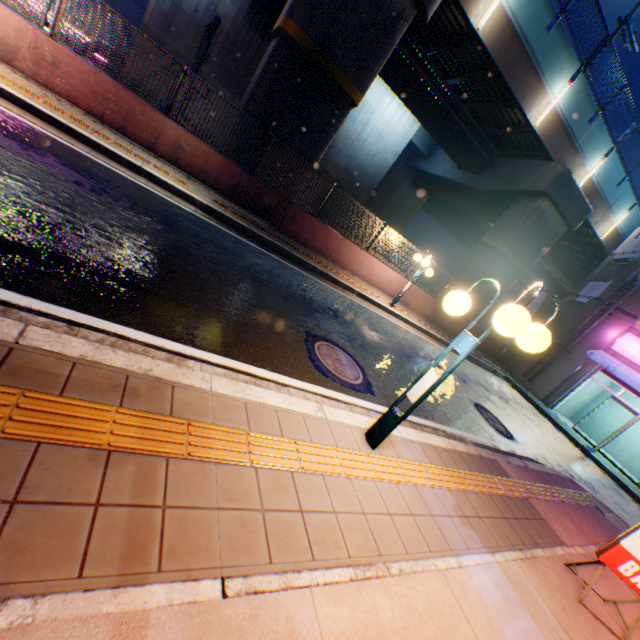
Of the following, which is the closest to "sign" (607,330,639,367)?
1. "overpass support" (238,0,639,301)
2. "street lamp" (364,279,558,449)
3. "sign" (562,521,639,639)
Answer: "overpass support" (238,0,639,301)

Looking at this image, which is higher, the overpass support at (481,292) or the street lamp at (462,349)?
the overpass support at (481,292)

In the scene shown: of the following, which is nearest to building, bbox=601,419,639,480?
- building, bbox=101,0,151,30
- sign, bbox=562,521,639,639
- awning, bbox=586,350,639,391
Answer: awning, bbox=586,350,639,391

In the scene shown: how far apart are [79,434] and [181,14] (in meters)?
20.80

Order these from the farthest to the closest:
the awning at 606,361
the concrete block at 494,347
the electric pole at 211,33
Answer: the concrete block at 494,347, the awning at 606,361, the electric pole at 211,33

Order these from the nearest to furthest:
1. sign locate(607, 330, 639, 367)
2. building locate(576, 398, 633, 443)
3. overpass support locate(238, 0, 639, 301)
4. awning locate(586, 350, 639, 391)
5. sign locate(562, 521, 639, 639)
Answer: sign locate(562, 521, 639, 639) < overpass support locate(238, 0, 639, 301) < awning locate(586, 350, 639, 391) < sign locate(607, 330, 639, 367) < building locate(576, 398, 633, 443)

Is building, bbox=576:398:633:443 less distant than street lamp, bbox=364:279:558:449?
No

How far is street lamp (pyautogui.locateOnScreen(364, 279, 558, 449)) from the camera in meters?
2.7 m
